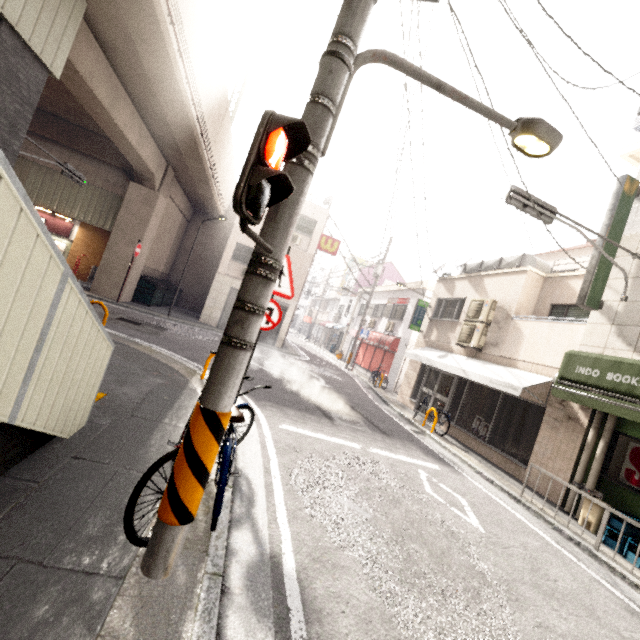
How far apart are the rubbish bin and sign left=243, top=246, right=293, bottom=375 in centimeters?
A: 699cm

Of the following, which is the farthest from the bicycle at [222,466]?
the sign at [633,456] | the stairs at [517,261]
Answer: the stairs at [517,261]

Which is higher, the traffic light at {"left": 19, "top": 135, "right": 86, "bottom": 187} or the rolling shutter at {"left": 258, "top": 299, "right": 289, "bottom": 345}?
the traffic light at {"left": 19, "top": 135, "right": 86, "bottom": 187}

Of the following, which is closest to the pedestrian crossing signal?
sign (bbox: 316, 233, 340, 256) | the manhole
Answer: the manhole

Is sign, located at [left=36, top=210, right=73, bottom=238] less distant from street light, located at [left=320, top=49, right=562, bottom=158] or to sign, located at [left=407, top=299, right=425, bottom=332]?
sign, located at [left=407, top=299, right=425, bottom=332]

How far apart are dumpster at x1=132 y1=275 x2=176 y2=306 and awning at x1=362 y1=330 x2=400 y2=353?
12.86m

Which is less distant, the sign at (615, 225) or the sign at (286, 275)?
the sign at (286, 275)

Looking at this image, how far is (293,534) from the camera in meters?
3.3 m
